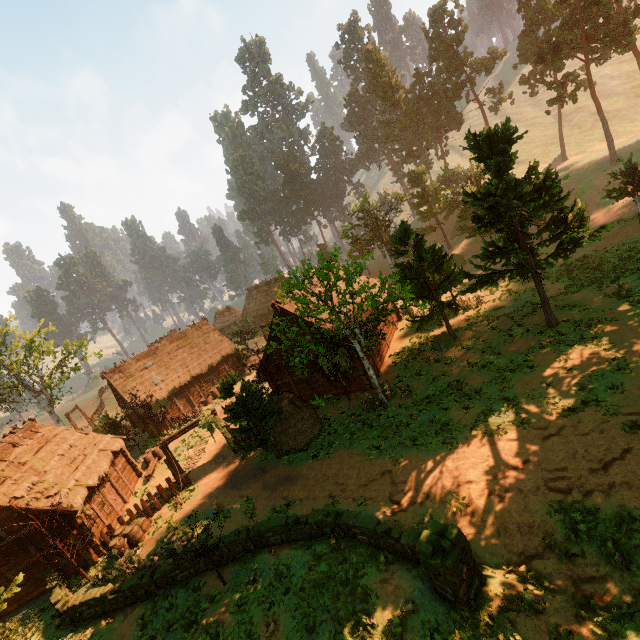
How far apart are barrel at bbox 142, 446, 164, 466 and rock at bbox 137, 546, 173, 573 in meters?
11.0 m

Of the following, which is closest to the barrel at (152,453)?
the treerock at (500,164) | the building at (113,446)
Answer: the building at (113,446)

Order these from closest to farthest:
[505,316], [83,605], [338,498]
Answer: [83,605], [338,498], [505,316]

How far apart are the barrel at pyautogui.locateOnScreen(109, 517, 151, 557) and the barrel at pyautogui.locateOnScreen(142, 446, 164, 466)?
7.7m

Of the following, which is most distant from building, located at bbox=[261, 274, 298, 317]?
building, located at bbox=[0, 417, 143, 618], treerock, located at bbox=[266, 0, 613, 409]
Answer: building, located at bbox=[0, 417, 143, 618]

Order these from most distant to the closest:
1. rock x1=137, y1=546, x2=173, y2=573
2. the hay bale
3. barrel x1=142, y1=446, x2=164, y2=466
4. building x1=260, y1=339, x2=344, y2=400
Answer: barrel x1=142, y1=446, x2=164, y2=466
building x1=260, y1=339, x2=344, y2=400
the hay bale
rock x1=137, y1=546, x2=173, y2=573

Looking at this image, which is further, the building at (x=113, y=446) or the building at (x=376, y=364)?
the building at (x=376, y=364)

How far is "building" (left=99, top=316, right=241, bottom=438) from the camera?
32.81m
